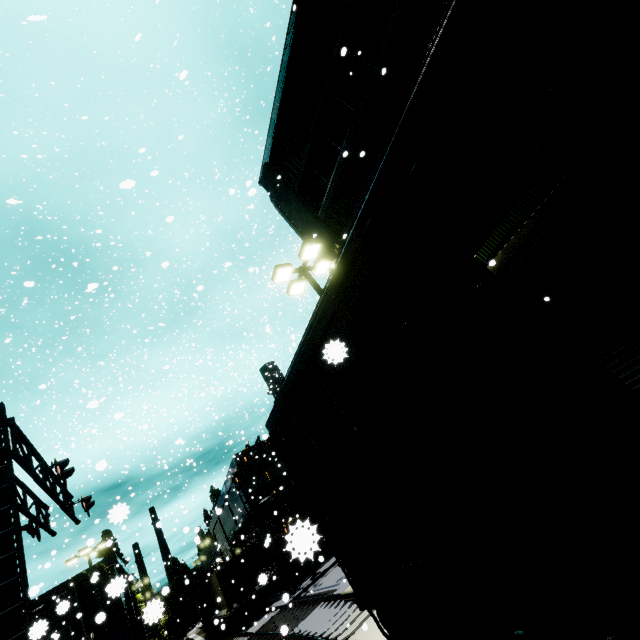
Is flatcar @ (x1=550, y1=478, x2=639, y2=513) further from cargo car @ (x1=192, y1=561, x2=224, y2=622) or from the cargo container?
the cargo container

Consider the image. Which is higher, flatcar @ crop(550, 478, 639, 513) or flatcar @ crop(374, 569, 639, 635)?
flatcar @ crop(550, 478, 639, 513)

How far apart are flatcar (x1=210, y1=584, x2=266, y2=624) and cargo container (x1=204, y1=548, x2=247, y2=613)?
0.0m

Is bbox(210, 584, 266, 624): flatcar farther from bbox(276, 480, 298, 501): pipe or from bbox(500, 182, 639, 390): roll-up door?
bbox(500, 182, 639, 390): roll-up door

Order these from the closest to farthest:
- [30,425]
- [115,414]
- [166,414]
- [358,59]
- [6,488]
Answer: [6,488]
[115,414]
[358,59]
[30,425]
[166,414]

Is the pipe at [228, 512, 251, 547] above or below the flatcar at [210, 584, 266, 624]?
above

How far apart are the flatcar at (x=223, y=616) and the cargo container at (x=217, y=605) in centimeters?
0cm

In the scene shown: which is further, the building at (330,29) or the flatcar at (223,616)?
the flatcar at (223,616)
